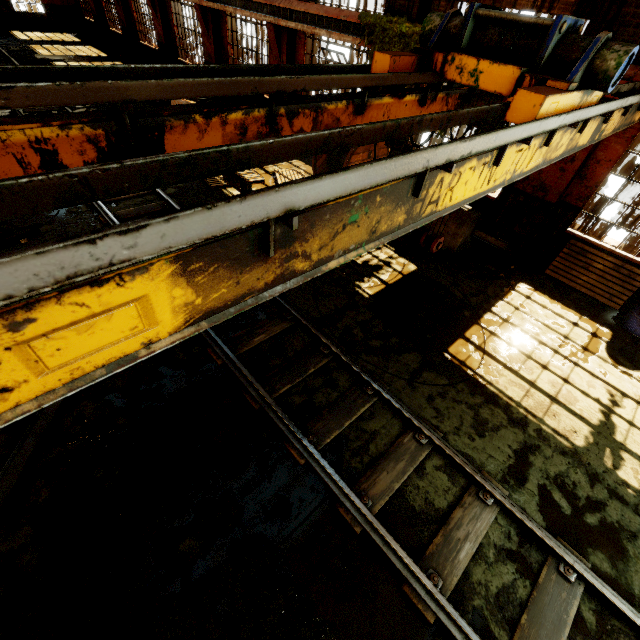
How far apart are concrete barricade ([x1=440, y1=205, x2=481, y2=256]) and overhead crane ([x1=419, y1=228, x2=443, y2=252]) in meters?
4.4

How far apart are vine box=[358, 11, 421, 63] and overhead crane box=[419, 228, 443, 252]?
5.6 meters

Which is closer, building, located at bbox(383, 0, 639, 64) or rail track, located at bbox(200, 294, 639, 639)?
rail track, located at bbox(200, 294, 639, 639)

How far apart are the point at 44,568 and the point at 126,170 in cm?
430

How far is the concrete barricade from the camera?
7.63m

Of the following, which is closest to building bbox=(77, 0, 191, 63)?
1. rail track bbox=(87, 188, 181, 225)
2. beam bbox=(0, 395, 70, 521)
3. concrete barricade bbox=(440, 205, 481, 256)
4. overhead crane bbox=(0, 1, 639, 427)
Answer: overhead crane bbox=(0, 1, 639, 427)

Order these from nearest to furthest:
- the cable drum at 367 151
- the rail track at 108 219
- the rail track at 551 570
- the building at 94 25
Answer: the rail track at 551 570
the rail track at 108 219
the cable drum at 367 151
the building at 94 25

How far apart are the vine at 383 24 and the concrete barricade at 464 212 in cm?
101
